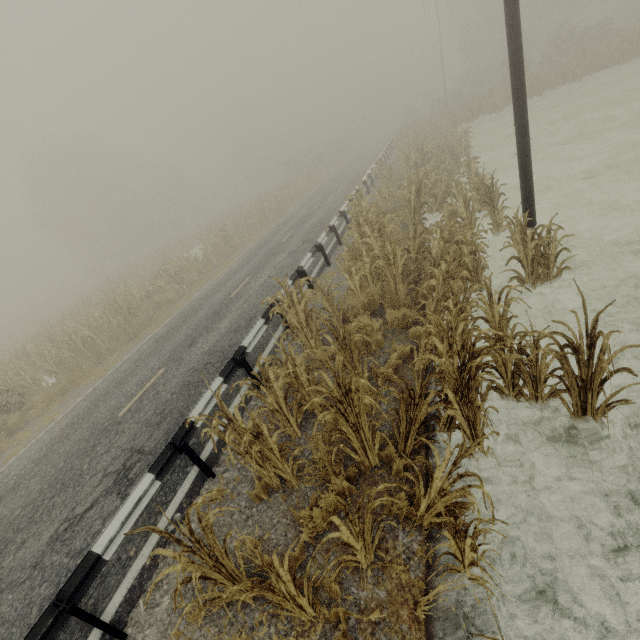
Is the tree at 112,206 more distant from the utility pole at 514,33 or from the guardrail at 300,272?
the guardrail at 300,272

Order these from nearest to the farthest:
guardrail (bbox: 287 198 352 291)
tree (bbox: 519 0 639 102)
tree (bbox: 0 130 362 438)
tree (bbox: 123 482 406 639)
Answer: tree (bbox: 123 482 406 639) < guardrail (bbox: 287 198 352 291) < tree (bbox: 0 130 362 438) < tree (bbox: 519 0 639 102)

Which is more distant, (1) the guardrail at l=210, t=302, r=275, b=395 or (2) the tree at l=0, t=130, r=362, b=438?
(2) the tree at l=0, t=130, r=362, b=438

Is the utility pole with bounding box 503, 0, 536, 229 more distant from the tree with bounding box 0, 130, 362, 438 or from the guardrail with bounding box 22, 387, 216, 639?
the guardrail with bounding box 22, 387, 216, 639

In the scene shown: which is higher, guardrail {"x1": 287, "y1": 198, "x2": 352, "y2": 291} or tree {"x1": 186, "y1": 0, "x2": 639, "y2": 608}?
guardrail {"x1": 287, "y1": 198, "x2": 352, "y2": 291}

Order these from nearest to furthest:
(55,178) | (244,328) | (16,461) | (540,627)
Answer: (540,627) → (16,461) → (244,328) → (55,178)

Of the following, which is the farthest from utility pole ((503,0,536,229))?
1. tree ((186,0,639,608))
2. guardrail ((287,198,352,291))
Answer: guardrail ((287,198,352,291))

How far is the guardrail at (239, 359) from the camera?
6.21m
